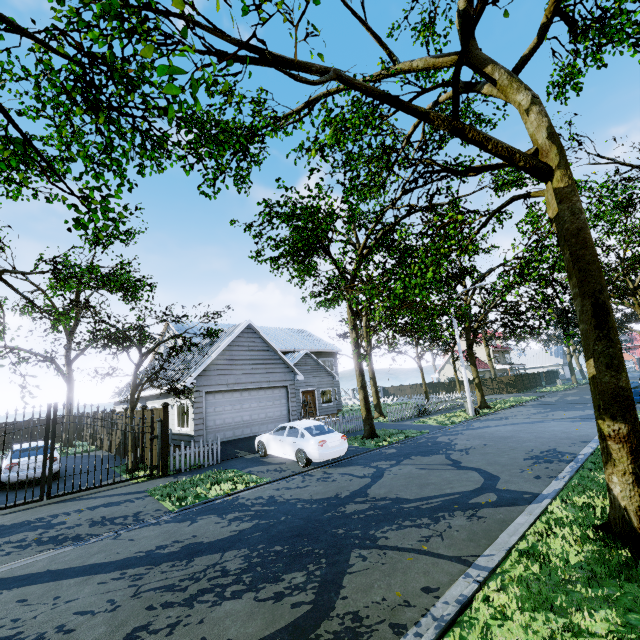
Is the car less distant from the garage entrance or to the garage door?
the garage entrance

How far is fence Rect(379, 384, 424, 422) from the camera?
22.2m

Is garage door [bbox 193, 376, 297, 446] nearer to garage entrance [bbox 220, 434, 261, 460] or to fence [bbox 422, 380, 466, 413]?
garage entrance [bbox 220, 434, 261, 460]

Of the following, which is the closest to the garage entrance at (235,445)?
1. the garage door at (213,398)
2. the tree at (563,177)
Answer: the garage door at (213,398)

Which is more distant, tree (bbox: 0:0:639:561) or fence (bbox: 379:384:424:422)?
fence (bbox: 379:384:424:422)

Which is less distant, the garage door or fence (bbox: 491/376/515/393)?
the garage door

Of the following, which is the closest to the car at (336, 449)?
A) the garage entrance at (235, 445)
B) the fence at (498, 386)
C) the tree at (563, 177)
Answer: the garage entrance at (235, 445)

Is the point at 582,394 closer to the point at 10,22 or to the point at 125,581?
the point at 125,581
